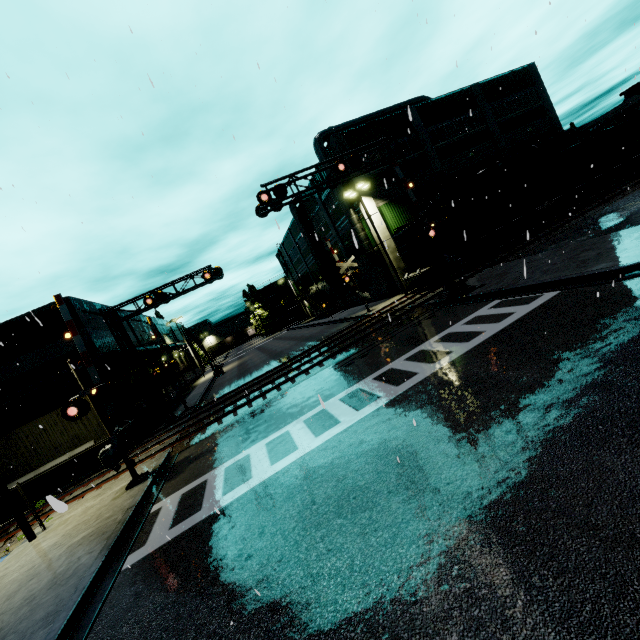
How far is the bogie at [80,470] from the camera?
17.6 meters

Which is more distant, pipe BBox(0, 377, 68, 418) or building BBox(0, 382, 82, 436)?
building BBox(0, 382, 82, 436)

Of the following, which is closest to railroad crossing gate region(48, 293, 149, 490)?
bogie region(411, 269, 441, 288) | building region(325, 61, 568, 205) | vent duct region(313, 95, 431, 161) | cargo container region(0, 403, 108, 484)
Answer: building region(325, 61, 568, 205)

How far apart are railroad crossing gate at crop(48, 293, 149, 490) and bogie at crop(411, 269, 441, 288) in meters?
20.0

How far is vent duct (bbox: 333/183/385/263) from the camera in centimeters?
2825cm

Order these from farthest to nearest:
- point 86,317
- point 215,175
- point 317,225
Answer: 1. point 317,225
2. point 86,317
3. point 215,175

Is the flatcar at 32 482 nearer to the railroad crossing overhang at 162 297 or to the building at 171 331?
the railroad crossing overhang at 162 297

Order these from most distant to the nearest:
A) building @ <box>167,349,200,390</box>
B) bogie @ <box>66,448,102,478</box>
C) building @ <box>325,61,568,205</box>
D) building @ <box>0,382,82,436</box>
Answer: building @ <box>167,349,200,390</box>
building @ <box>325,61,568,205</box>
building @ <box>0,382,82,436</box>
bogie @ <box>66,448,102,478</box>
